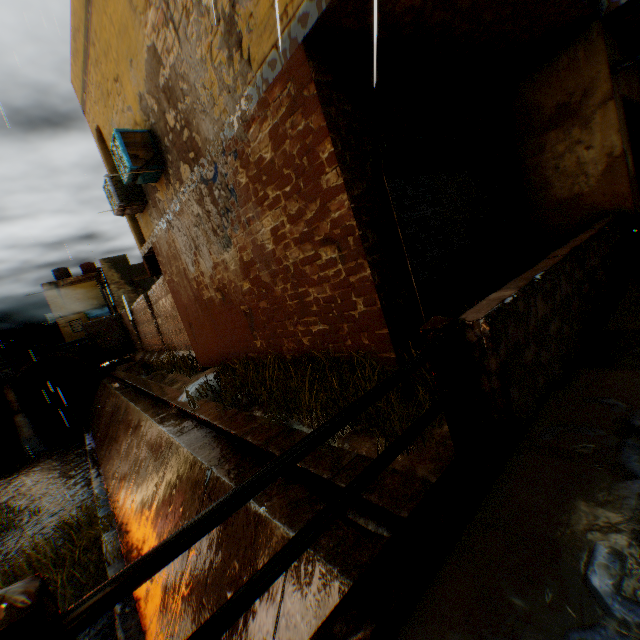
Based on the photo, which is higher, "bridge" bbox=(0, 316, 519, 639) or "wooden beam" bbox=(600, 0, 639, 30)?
"wooden beam" bbox=(600, 0, 639, 30)

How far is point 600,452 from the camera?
1.9m

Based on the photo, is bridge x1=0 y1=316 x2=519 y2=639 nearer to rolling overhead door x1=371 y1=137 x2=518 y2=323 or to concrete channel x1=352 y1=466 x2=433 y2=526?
concrete channel x1=352 y1=466 x2=433 y2=526

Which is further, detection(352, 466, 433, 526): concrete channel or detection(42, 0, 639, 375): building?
detection(42, 0, 639, 375): building

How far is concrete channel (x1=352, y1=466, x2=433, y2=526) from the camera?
2.6 meters

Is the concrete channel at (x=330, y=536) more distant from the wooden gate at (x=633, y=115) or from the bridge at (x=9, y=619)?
the wooden gate at (x=633, y=115)

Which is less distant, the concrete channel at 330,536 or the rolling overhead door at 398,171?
the concrete channel at 330,536

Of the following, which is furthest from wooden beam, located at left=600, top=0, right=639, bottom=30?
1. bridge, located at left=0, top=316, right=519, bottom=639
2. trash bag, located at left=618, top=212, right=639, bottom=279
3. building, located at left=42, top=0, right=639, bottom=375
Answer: bridge, located at left=0, top=316, right=519, bottom=639
